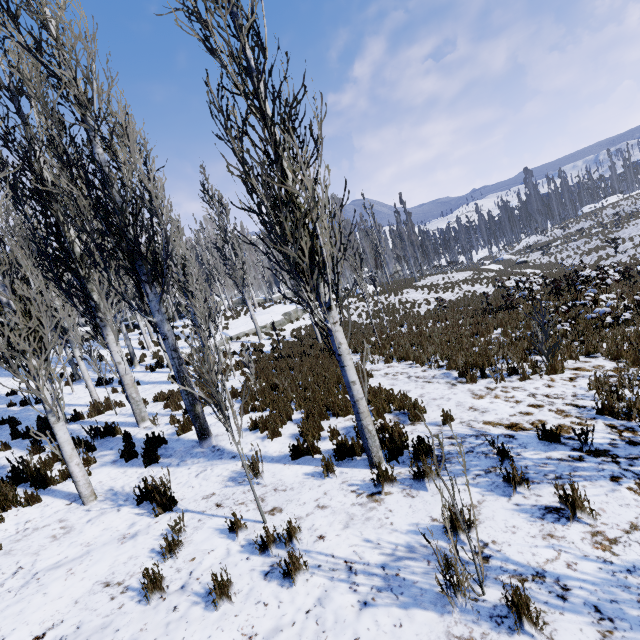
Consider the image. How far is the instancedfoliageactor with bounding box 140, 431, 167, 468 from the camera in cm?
646

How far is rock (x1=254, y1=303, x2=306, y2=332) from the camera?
23.9 meters

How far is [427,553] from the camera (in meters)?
3.23

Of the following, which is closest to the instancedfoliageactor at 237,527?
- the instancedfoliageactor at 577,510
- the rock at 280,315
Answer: the rock at 280,315

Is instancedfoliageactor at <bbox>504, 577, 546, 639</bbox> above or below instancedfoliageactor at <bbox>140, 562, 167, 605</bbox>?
below

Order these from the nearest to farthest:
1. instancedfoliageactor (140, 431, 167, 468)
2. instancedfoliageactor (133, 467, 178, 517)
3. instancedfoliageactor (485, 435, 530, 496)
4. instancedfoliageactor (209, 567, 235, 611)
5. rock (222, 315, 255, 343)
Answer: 1. instancedfoliageactor (209, 567, 235, 611)
2. instancedfoliageactor (485, 435, 530, 496)
3. instancedfoliageactor (133, 467, 178, 517)
4. instancedfoliageactor (140, 431, 167, 468)
5. rock (222, 315, 255, 343)

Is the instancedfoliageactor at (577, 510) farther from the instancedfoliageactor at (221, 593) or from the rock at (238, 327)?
the rock at (238, 327)

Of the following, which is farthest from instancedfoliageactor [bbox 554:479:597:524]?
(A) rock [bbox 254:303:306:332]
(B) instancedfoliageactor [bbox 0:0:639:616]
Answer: (A) rock [bbox 254:303:306:332]
